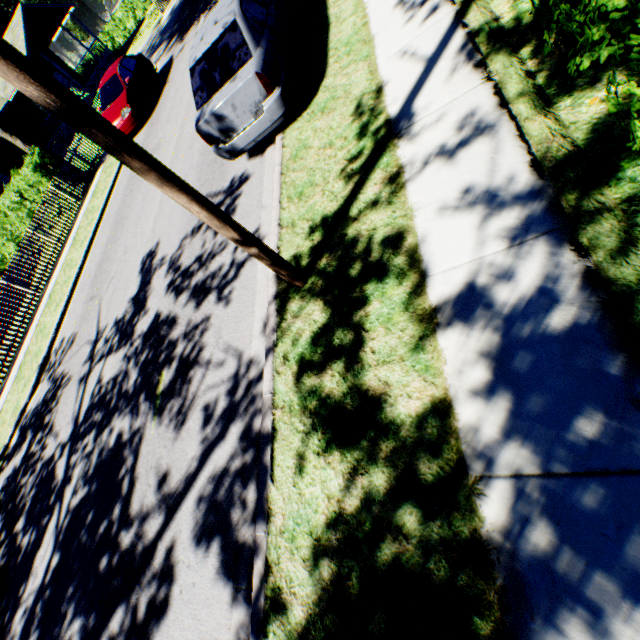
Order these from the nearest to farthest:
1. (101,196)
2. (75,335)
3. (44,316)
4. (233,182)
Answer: (233,182) → (75,335) → (44,316) → (101,196)

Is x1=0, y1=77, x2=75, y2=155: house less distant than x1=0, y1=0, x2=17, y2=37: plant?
Yes

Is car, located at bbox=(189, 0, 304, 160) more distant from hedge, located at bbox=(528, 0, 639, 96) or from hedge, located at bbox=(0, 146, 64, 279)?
hedge, located at bbox=(0, 146, 64, 279)

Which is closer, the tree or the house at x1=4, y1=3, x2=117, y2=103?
the tree

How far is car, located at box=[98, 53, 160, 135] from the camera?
13.15m

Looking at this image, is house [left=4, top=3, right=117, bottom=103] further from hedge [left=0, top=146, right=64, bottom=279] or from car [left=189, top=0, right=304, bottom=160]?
car [left=189, top=0, right=304, bottom=160]

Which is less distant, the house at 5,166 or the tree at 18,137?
the tree at 18,137

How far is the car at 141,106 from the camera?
13.1 meters
